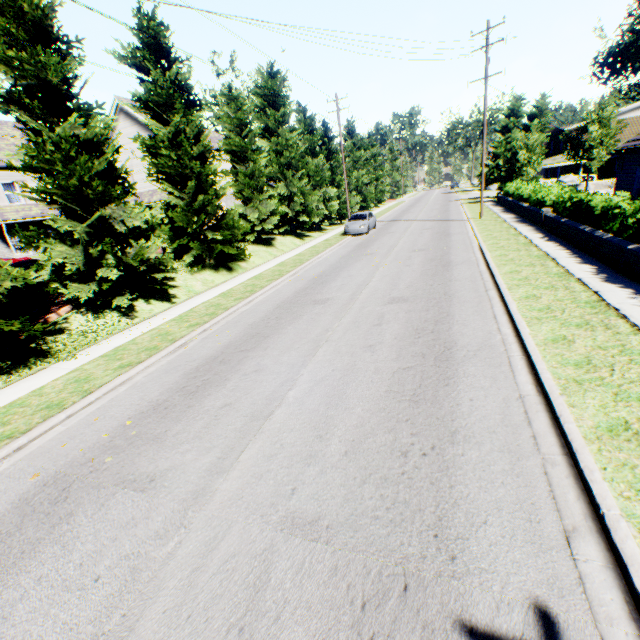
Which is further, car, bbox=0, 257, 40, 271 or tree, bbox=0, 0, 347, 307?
car, bbox=0, 257, 40, 271

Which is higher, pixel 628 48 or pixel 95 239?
pixel 628 48

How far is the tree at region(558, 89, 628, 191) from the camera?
28.4m

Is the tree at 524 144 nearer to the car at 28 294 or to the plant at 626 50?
the car at 28 294

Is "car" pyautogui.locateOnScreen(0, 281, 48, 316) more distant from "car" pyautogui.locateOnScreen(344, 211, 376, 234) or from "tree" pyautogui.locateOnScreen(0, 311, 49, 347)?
"car" pyautogui.locateOnScreen(344, 211, 376, 234)

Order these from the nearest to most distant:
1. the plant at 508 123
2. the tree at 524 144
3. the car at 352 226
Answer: the car at 352 226
the tree at 524 144
the plant at 508 123

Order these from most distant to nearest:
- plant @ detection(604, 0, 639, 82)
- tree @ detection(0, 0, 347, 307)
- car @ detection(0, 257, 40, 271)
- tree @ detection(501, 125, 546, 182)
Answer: plant @ detection(604, 0, 639, 82), tree @ detection(501, 125, 546, 182), car @ detection(0, 257, 40, 271), tree @ detection(0, 0, 347, 307)

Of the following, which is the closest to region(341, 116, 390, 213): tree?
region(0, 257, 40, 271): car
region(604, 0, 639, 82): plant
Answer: region(0, 257, 40, 271): car
